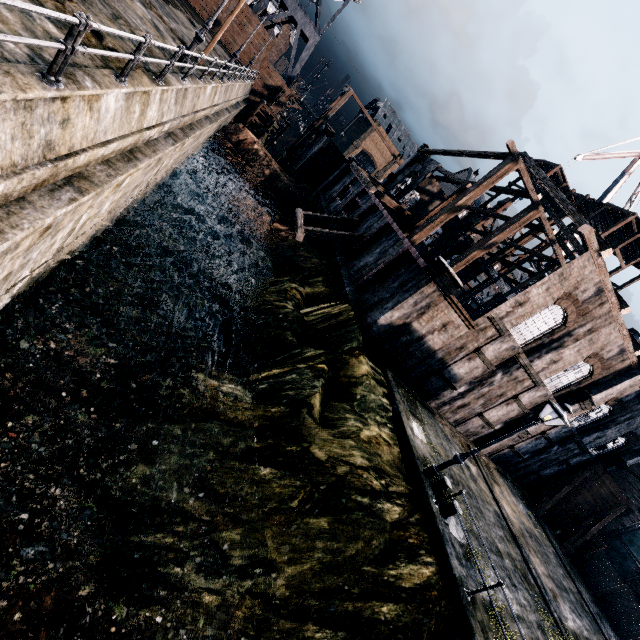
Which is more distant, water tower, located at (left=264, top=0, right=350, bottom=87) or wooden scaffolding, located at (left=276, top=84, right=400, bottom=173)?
water tower, located at (left=264, top=0, right=350, bottom=87)

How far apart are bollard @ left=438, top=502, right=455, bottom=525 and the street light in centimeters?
38cm

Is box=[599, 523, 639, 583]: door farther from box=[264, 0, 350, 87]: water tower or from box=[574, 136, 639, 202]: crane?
box=[264, 0, 350, 87]: water tower

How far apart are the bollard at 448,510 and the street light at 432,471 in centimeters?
38cm

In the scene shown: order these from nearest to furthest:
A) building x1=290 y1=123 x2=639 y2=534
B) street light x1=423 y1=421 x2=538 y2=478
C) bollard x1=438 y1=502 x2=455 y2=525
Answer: street light x1=423 y1=421 x2=538 y2=478, bollard x1=438 y1=502 x2=455 y2=525, building x1=290 y1=123 x2=639 y2=534

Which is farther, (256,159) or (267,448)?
(256,159)

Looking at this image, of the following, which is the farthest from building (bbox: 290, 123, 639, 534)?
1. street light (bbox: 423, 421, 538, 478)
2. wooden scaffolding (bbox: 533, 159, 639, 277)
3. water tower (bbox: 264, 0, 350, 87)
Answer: water tower (bbox: 264, 0, 350, 87)

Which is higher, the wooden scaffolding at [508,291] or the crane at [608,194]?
the crane at [608,194]
